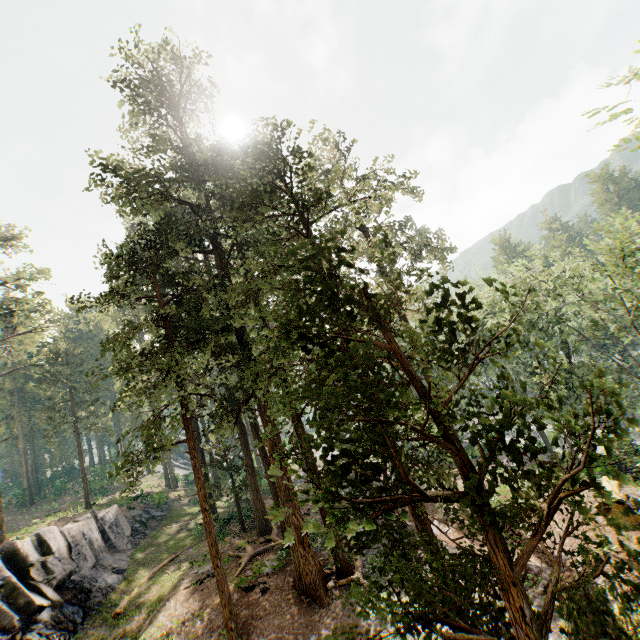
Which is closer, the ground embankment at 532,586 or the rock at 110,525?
the ground embankment at 532,586

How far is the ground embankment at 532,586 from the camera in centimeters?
1089cm

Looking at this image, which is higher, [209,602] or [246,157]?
[246,157]

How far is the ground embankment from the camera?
10.9m

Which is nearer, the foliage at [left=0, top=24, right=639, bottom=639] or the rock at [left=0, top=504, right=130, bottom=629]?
the foliage at [left=0, top=24, right=639, bottom=639]

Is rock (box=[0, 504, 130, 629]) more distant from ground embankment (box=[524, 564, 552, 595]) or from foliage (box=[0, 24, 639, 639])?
ground embankment (box=[524, 564, 552, 595])

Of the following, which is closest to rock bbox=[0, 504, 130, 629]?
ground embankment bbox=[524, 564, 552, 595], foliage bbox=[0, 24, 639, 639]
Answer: foliage bbox=[0, 24, 639, 639]
